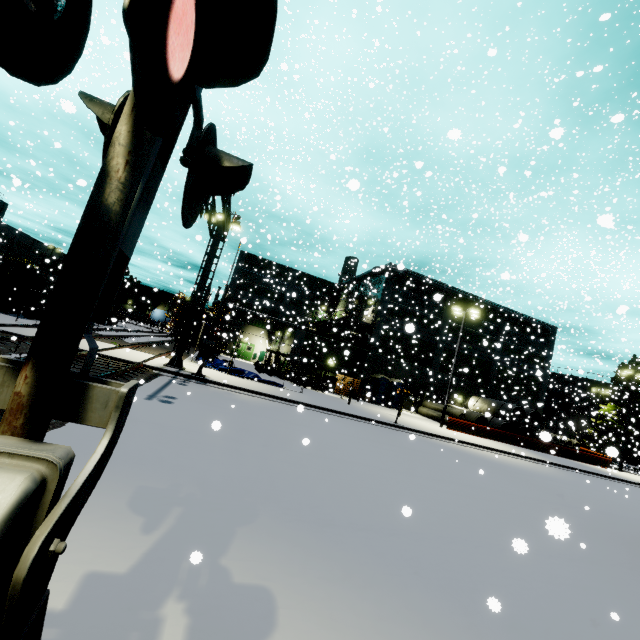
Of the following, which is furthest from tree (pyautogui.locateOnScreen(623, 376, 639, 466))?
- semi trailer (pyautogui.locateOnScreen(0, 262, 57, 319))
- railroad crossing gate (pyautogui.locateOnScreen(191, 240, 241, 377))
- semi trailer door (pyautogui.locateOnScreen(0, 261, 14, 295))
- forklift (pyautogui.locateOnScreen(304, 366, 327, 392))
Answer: semi trailer door (pyautogui.locateOnScreen(0, 261, 14, 295))

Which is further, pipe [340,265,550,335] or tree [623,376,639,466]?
tree [623,376,639,466]

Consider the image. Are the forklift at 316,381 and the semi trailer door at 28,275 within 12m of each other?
no

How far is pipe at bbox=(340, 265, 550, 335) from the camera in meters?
33.6

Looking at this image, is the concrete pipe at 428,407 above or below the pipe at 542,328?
below

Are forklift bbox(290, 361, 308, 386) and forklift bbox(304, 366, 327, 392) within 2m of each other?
yes

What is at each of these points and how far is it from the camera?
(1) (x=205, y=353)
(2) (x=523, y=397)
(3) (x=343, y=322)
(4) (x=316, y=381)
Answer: (1) railroad crossing gate, 17.0 meters
(2) building, 39.2 meters
(3) balcony, 37.4 meters
(4) forklift, 29.4 meters

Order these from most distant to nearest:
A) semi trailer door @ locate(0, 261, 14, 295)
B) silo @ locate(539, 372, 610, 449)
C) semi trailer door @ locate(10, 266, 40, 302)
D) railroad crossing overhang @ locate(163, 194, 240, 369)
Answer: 1. silo @ locate(539, 372, 610, 449)
2. semi trailer door @ locate(10, 266, 40, 302)
3. semi trailer door @ locate(0, 261, 14, 295)
4. railroad crossing overhang @ locate(163, 194, 240, 369)
